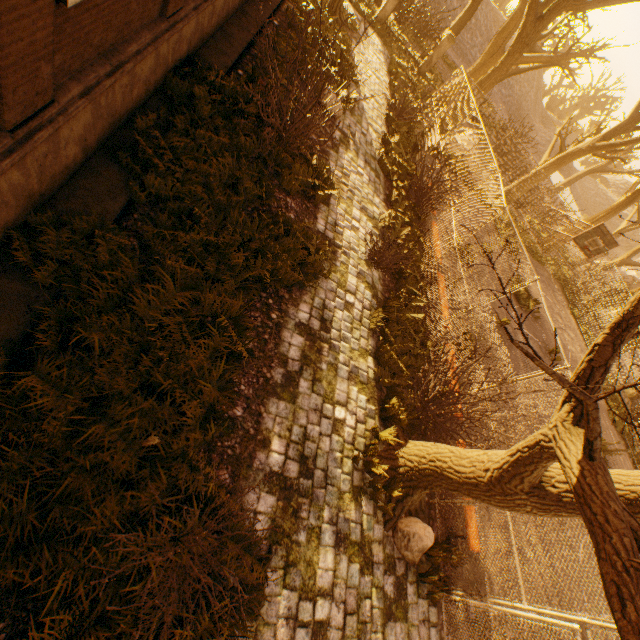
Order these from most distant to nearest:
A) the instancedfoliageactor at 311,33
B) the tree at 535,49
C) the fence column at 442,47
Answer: the fence column at 442,47 → the tree at 535,49 → the instancedfoliageactor at 311,33

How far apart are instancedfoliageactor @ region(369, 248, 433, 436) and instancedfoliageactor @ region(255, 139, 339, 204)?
2.7 meters

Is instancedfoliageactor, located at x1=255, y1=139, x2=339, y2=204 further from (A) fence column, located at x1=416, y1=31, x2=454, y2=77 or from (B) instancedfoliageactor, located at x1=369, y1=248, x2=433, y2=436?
(A) fence column, located at x1=416, y1=31, x2=454, y2=77

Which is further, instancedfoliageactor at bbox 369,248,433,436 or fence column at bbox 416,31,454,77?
fence column at bbox 416,31,454,77

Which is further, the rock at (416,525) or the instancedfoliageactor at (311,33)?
the instancedfoliageactor at (311,33)

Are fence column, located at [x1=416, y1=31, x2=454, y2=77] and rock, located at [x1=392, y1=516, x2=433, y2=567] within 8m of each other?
no

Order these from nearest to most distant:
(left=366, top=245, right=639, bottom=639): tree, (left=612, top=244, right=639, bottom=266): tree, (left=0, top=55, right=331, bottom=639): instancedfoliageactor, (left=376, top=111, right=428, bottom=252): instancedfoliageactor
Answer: (left=366, top=245, right=639, bottom=639): tree, (left=0, top=55, right=331, bottom=639): instancedfoliageactor, (left=376, top=111, right=428, bottom=252): instancedfoliageactor, (left=612, top=244, right=639, bottom=266): tree

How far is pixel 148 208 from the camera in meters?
5.1 m
